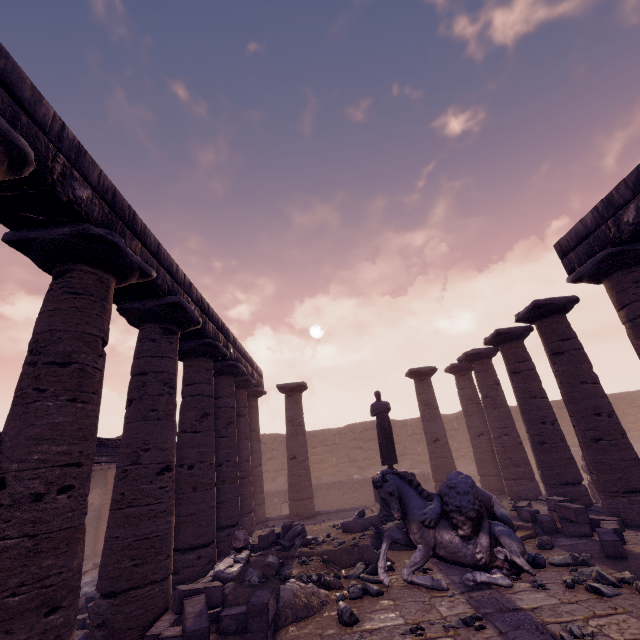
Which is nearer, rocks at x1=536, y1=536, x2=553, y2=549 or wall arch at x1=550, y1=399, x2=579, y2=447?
rocks at x1=536, y1=536, x2=553, y2=549

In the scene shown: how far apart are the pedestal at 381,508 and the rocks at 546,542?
3.59m

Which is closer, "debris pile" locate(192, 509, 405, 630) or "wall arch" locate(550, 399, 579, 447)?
"debris pile" locate(192, 509, 405, 630)

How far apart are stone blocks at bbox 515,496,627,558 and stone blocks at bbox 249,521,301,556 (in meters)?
5.93

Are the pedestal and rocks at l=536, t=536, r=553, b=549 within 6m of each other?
yes

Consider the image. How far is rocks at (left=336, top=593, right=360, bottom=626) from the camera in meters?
4.4

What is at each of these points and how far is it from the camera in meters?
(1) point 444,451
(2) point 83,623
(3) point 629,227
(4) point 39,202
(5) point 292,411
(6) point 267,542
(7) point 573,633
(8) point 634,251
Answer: (1) column, 13.7
(2) stone blocks, 7.7
(3) entablature, 6.3
(4) entablature, 4.0
(5) column, 14.6
(6) stone blocks, 8.4
(7) stone, 3.6
(8) column, 6.6

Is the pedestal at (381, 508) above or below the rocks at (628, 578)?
above
